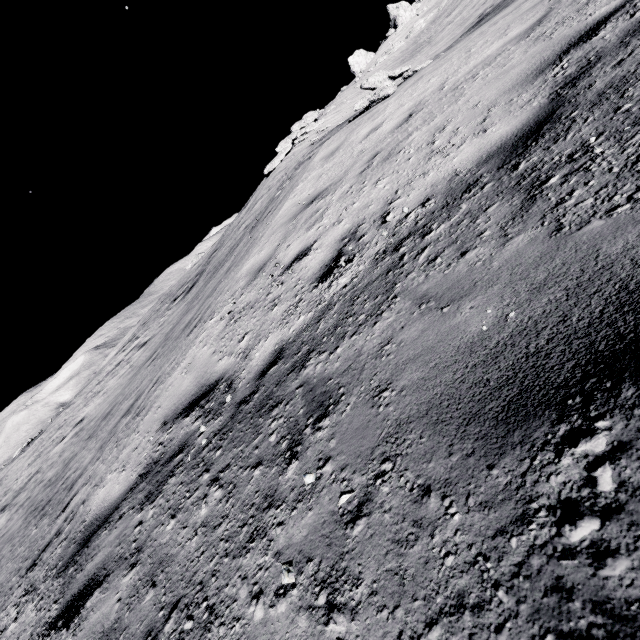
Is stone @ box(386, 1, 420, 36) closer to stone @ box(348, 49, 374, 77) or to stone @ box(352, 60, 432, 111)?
stone @ box(348, 49, 374, 77)

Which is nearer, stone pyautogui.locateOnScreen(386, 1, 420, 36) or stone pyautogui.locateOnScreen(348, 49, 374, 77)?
stone pyautogui.locateOnScreen(386, 1, 420, 36)

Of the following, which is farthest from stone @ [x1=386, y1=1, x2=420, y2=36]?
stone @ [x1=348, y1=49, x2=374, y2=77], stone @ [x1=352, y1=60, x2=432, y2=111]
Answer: stone @ [x1=352, y1=60, x2=432, y2=111]

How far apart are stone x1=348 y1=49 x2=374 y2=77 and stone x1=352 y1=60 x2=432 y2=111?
39.05m

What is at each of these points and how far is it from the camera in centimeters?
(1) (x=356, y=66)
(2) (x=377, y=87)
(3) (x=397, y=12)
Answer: (1) stone, 4141cm
(2) stone, 1045cm
(3) stone, 3666cm

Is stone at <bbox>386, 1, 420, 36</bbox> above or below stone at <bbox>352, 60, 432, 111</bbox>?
above

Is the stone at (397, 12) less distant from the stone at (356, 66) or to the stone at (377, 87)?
the stone at (356, 66)

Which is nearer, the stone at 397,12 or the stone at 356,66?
the stone at 397,12
